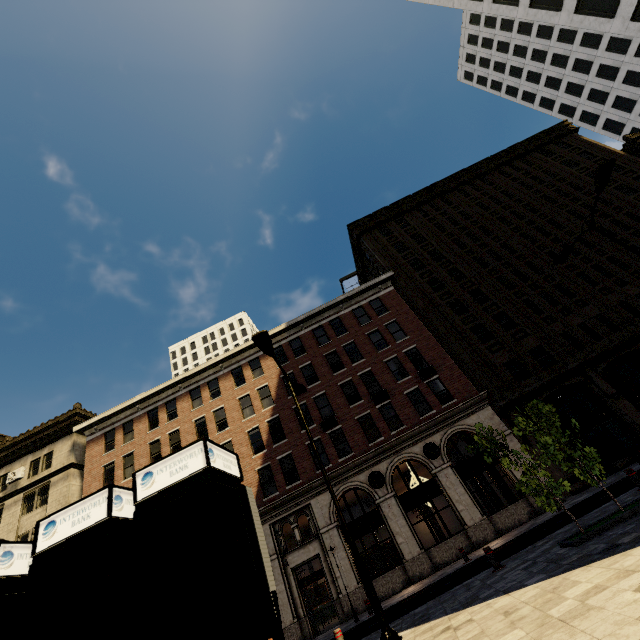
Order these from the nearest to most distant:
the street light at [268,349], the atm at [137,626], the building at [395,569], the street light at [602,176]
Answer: the atm at [137,626] < the street light at [268,349] < the street light at [602,176] < the building at [395,569]

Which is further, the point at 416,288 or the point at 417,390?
the point at 416,288

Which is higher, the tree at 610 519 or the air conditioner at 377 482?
the air conditioner at 377 482

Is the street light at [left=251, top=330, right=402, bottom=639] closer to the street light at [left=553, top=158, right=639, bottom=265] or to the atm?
the atm

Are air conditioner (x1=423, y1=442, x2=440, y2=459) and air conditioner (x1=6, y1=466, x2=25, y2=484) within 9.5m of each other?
no

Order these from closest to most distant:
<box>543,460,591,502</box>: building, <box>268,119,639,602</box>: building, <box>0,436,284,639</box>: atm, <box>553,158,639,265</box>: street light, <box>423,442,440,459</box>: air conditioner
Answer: <box>0,436,284,639</box>: atm → <box>553,158,639,265</box>: street light → <box>543,460,591,502</box>: building → <box>268,119,639,602</box>: building → <box>423,442,440,459</box>: air conditioner

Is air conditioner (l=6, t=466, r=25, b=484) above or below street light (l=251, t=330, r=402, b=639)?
above

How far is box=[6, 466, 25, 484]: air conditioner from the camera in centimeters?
2675cm
